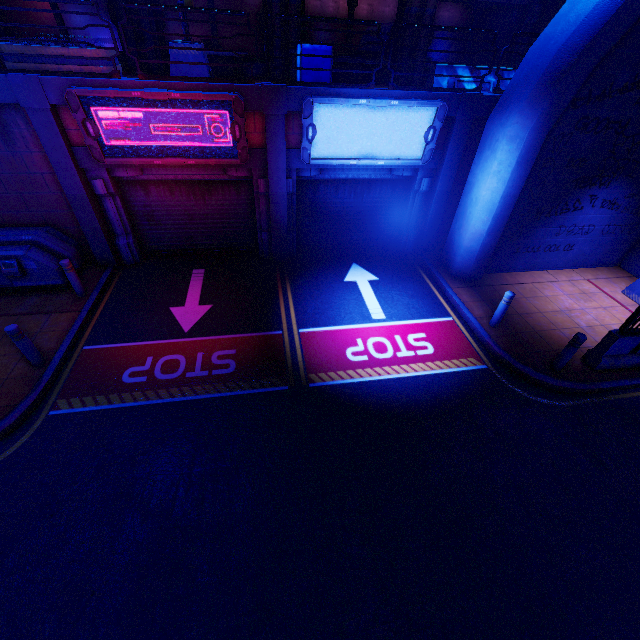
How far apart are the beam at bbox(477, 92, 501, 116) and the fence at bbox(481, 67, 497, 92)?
0.3 meters

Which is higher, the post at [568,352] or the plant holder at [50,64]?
the plant holder at [50,64]

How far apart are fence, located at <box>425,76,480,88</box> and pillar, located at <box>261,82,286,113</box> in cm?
418

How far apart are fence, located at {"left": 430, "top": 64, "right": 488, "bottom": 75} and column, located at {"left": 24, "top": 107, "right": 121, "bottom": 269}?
9.5 meters

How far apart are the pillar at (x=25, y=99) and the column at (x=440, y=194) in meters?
9.9 m

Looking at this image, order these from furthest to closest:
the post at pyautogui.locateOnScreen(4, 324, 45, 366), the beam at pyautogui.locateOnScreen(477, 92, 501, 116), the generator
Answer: the beam at pyautogui.locateOnScreen(477, 92, 501, 116), the generator, the post at pyautogui.locateOnScreen(4, 324, 45, 366)

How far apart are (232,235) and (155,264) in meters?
2.6

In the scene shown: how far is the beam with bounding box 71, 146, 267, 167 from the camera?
8.1 meters
